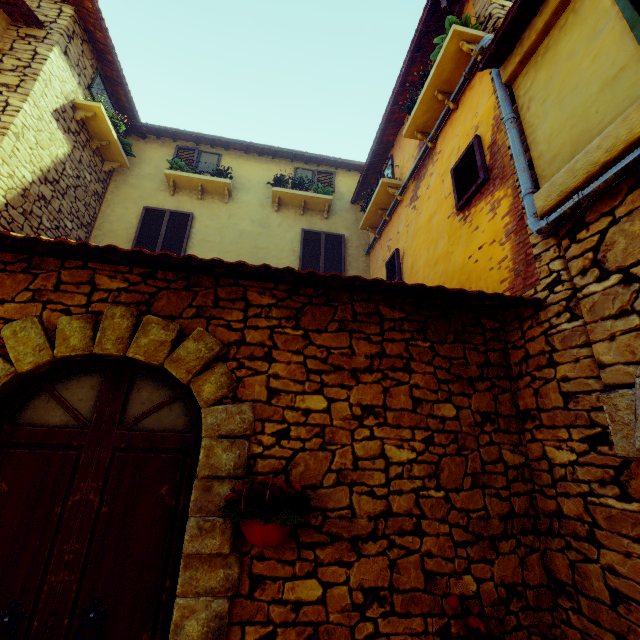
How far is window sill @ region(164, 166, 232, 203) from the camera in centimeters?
754cm

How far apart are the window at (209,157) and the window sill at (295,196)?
1.5 meters

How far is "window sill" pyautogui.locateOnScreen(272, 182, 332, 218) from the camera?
7.92m

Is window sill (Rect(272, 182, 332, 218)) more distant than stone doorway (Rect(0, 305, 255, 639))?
Yes

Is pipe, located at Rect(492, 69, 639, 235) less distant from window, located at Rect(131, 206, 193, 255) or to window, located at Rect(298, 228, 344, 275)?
window, located at Rect(298, 228, 344, 275)

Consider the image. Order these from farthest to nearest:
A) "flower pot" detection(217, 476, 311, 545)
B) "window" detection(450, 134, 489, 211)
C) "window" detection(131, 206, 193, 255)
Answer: "window" detection(131, 206, 193, 255), "window" detection(450, 134, 489, 211), "flower pot" detection(217, 476, 311, 545)

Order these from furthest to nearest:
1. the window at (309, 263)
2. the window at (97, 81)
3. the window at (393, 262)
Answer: the window at (309, 263) < the window at (97, 81) < the window at (393, 262)

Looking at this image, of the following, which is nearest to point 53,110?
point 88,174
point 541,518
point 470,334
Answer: point 88,174
